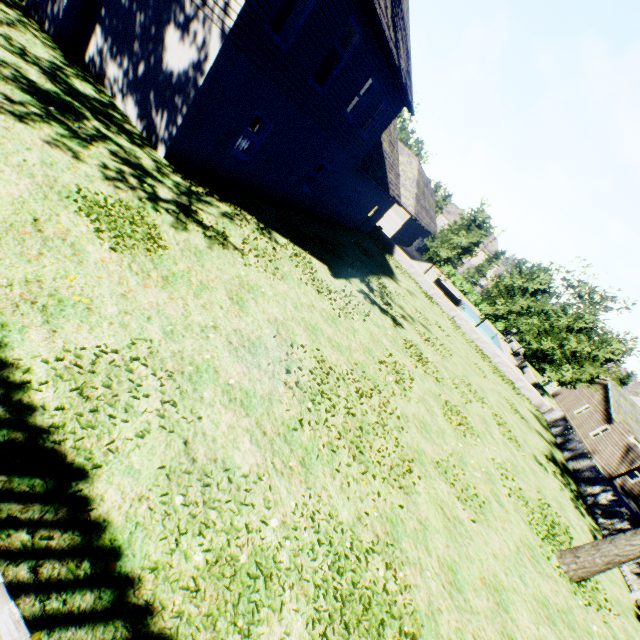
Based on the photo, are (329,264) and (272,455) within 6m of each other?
no

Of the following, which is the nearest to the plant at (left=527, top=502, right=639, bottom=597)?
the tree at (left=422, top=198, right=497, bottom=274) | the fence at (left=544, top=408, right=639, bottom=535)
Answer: the fence at (left=544, top=408, right=639, bottom=535)

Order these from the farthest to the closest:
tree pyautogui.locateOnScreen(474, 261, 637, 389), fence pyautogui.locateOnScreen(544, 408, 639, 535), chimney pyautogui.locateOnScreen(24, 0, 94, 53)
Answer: tree pyautogui.locateOnScreen(474, 261, 637, 389) < fence pyautogui.locateOnScreen(544, 408, 639, 535) < chimney pyautogui.locateOnScreen(24, 0, 94, 53)

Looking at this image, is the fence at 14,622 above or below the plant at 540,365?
above

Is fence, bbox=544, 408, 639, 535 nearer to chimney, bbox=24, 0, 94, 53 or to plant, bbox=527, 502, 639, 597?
plant, bbox=527, 502, 639, 597

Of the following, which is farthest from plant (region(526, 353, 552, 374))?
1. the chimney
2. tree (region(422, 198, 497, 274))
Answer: the chimney

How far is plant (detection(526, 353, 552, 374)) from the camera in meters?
49.4

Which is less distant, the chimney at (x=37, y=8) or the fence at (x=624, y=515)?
the chimney at (x=37, y=8)
